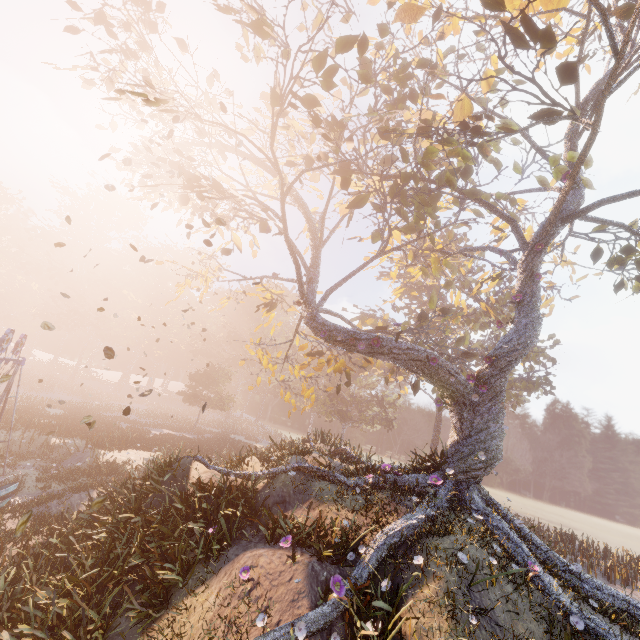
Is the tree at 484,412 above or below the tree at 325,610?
above

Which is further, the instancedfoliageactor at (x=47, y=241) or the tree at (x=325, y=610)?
the instancedfoliageactor at (x=47, y=241)

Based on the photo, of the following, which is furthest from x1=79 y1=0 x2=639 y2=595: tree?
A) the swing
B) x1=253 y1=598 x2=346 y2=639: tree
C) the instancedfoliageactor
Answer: the instancedfoliageactor

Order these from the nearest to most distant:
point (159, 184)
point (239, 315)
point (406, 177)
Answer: point (406, 177)
point (159, 184)
point (239, 315)

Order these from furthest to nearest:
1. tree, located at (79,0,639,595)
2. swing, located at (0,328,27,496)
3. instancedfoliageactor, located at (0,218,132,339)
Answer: instancedfoliageactor, located at (0,218,132,339)
swing, located at (0,328,27,496)
tree, located at (79,0,639,595)

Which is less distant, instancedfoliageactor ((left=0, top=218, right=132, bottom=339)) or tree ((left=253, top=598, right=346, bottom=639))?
tree ((left=253, top=598, right=346, bottom=639))

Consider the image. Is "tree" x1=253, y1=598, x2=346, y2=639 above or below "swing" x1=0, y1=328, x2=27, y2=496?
below
